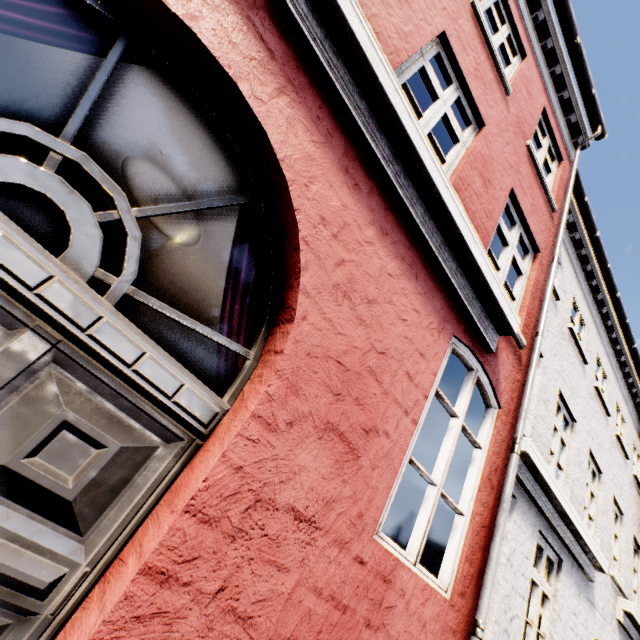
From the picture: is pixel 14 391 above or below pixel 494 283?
below
